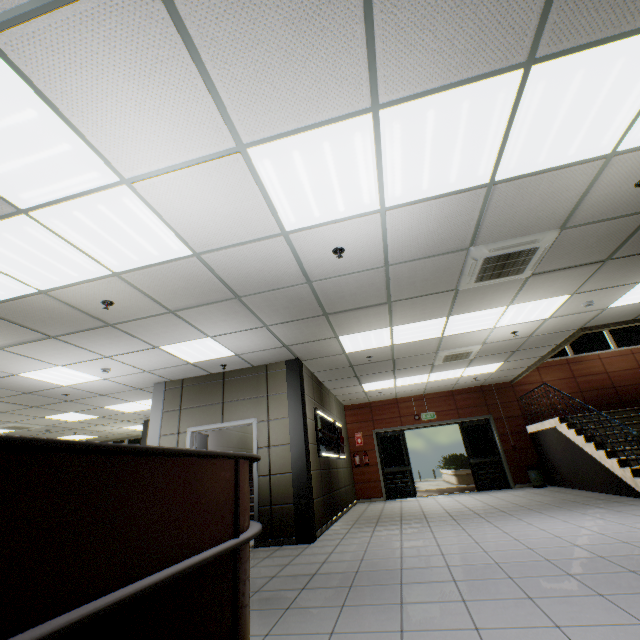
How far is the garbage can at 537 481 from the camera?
9.5 meters

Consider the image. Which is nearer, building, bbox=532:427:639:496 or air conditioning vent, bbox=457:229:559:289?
air conditioning vent, bbox=457:229:559:289

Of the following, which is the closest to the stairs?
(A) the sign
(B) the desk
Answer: (A) the sign

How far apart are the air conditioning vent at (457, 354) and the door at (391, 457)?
4.1 meters

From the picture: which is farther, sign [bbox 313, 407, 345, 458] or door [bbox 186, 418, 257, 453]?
sign [bbox 313, 407, 345, 458]

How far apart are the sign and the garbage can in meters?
5.6 m

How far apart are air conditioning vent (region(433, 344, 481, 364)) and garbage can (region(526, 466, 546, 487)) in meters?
4.7

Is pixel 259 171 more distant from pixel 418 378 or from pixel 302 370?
pixel 418 378
